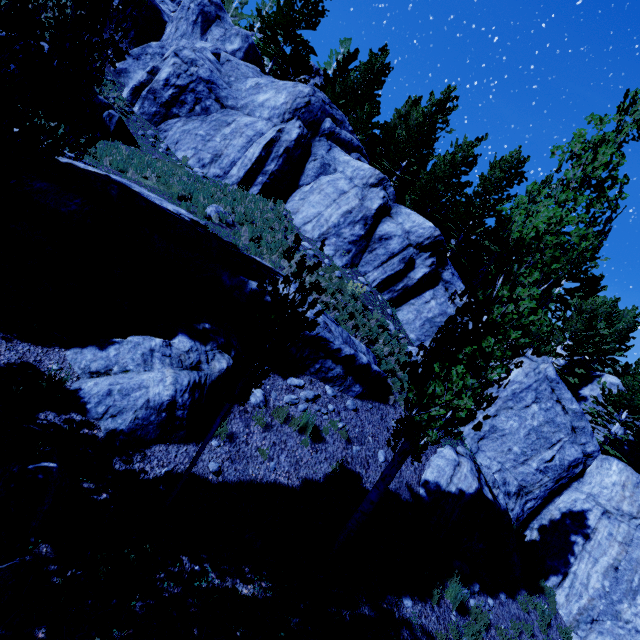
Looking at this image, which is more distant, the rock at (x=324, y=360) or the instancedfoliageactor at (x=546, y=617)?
the instancedfoliageactor at (x=546, y=617)

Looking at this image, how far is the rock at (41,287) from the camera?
6.6 meters

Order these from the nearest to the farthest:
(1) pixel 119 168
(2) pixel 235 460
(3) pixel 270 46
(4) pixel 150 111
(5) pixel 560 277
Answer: (2) pixel 235 460 < (1) pixel 119 168 < (4) pixel 150 111 < (3) pixel 270 46 < (5) pixel 560 277

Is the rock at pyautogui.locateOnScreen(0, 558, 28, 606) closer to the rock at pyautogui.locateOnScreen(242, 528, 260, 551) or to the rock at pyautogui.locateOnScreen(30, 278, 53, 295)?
the rock at pyautogui.locateOnScreen(30, 278, 53, 295)

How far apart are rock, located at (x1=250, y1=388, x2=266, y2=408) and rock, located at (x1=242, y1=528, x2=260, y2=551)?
2.5m

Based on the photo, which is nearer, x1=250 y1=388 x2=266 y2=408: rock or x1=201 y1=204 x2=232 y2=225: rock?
x1=250 y1=388 x2=266 y2=408: rock

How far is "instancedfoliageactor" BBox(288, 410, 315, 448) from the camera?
7.8m

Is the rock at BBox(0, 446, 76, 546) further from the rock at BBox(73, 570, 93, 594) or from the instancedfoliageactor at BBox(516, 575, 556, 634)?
the instancedfoliageactor at BBox(516, 575, 556, 634)
